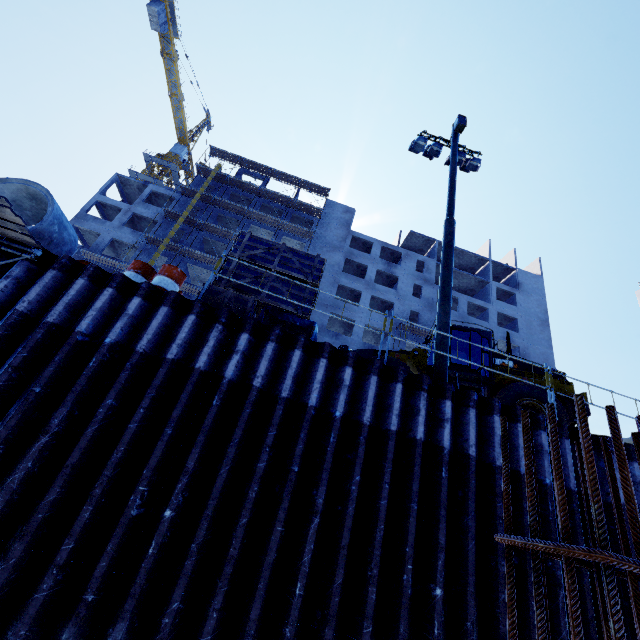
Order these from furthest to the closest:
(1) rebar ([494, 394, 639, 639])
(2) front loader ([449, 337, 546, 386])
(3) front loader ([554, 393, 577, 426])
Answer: (2) front loader ([449, 337, 546, 386]), (3) front loader ([554, 393, 577, 426]), (1) rebar ([494, 394, 639, 639])

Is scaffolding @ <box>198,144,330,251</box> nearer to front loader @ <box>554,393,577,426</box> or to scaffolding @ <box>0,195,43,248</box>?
scaffolding @ <box>0,195,43,248</box>

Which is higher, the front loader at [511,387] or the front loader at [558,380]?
the front loader at [558,380]

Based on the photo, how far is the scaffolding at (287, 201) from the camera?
37.1m

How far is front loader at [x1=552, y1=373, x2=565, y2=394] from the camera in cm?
990

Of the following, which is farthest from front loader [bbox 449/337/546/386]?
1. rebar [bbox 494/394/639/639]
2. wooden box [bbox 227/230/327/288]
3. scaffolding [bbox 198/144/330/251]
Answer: scaffolding [bbox 198/144/330/251]

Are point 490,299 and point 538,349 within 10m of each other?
yes
